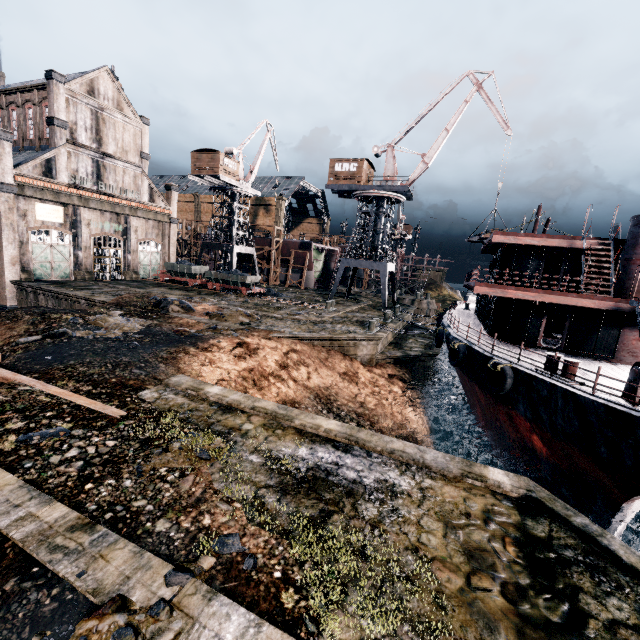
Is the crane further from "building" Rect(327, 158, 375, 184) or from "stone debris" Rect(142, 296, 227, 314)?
"stone debris" Rect(142, 296, 227, 314)

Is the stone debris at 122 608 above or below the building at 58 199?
below

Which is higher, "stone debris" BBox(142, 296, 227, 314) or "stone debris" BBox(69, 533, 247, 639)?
"stone debris" BBox(142, 296, 227, 314)

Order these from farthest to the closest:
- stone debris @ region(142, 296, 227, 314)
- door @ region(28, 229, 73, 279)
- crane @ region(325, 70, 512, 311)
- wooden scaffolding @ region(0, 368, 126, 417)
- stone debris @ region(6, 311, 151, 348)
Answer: crane @ region(325, 70, 512, 311) → door @ region(28, 229, 73, 279) → stone debris @ region(142, 296, 227, 314) → stone debris @ region(6, 311, 151, 348) → wooden scaffolding @ region(0, 368, 126, 417)

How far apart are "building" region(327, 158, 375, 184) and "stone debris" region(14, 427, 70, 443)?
36.7m

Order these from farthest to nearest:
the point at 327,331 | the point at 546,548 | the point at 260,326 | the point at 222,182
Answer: the point at 222,182 → the point at 327,331 → the point at 260,326 → the point at 546,548

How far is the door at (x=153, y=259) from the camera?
43.47m

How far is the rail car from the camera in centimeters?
3778cm
